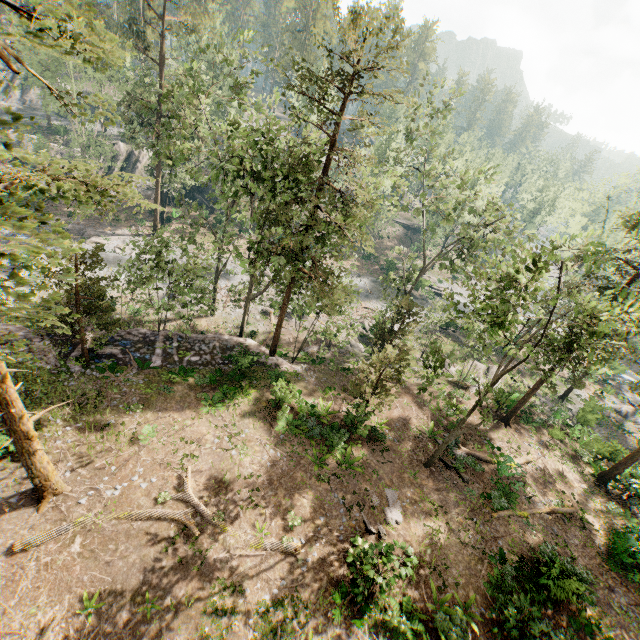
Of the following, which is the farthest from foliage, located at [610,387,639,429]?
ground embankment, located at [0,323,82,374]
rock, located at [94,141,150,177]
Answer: rock, located at [94,141,150,177]

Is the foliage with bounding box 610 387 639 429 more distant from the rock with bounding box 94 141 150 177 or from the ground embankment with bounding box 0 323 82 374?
the rock with bounding box 94 141 150 177

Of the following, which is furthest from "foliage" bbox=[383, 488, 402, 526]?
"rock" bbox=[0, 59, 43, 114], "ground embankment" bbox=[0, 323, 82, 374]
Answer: "rock" bbox=[0, 59, 43, 114]

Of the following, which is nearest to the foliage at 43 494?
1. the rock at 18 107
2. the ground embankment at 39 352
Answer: the ground embankment at 39 352

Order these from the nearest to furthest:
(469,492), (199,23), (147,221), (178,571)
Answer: (178,571) → (469,492) → (199,23) → (147,221)

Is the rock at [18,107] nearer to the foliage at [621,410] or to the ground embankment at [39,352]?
the foliage at [621,410]

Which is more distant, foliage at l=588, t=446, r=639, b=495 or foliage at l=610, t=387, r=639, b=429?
foliage at l=610, t=387, r=639, b=429

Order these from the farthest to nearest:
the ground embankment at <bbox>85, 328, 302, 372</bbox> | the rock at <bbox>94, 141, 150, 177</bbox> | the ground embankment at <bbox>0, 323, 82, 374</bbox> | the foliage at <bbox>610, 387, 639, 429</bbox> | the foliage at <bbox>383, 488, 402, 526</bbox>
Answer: the rock at <bbox>94, 141, 150, 177</bbox> < the foliage at <bbox>610, 387, 639, 429</bbox> < the ground embankment at <bbox>85, 328, 302, 372</bbox> < the ground embankment at <bbox>0, 323, 82, 374</bbox> < the foliage at <bbox>383, 488, 402, 526</bbox>
